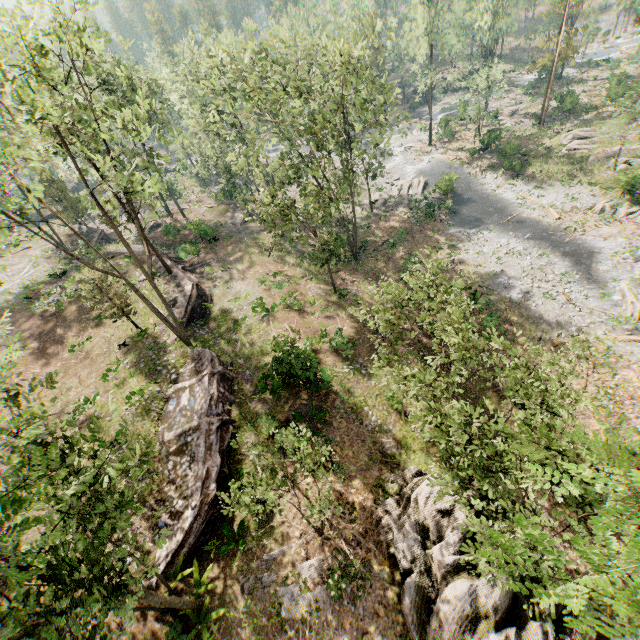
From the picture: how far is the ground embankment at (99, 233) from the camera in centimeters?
4085cm

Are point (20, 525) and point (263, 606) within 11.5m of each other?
no

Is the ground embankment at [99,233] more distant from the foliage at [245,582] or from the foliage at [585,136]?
the foliage at [245,582]

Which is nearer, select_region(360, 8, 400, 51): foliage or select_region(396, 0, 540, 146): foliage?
select_region(360, 8, 400, 51): foliage

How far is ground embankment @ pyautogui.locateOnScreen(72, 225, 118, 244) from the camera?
40.85m

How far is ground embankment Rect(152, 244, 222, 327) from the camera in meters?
25.6

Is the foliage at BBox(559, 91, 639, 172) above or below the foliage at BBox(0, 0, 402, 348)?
below

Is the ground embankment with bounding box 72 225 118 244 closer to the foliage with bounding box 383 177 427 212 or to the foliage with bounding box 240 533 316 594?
the foliage with bounding box 383 177 427 212
